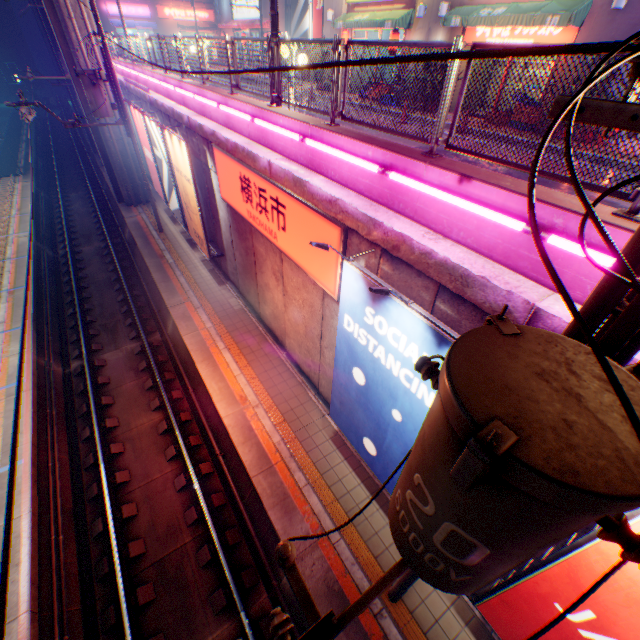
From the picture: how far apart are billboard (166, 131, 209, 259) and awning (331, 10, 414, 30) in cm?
1124

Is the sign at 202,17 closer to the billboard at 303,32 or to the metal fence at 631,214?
the metal fence at 631,214

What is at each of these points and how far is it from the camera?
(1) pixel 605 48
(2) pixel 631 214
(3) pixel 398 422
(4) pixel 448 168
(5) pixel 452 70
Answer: (1) power line, 1.4 meters
(2) metal fence, 3.0 meters
(3) billboard, 5.3 meters
(4) concrete block, 4.2 meters
(5) metal fence, 4.0 meters

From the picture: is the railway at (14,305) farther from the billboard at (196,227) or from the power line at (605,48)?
the power line at (605,48)

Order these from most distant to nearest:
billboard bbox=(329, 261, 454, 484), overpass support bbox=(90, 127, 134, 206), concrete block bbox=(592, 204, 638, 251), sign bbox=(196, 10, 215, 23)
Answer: sign bbox=(196, 10, 215, 23)
overpass support bbox=(90, 127, 134, 206)
billboard bbox=(329, 261, 454, 484)
concrete block bbox=(592, 204, 638, 251)

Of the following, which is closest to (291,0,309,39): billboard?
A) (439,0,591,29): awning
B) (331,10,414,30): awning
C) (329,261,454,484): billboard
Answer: (331,10,414,30): awning

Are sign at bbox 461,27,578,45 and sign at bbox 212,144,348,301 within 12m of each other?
yes

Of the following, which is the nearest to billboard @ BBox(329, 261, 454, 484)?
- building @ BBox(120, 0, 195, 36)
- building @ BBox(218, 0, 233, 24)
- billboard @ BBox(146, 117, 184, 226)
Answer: billboard @ BBox(146, 117, 184, 226)
